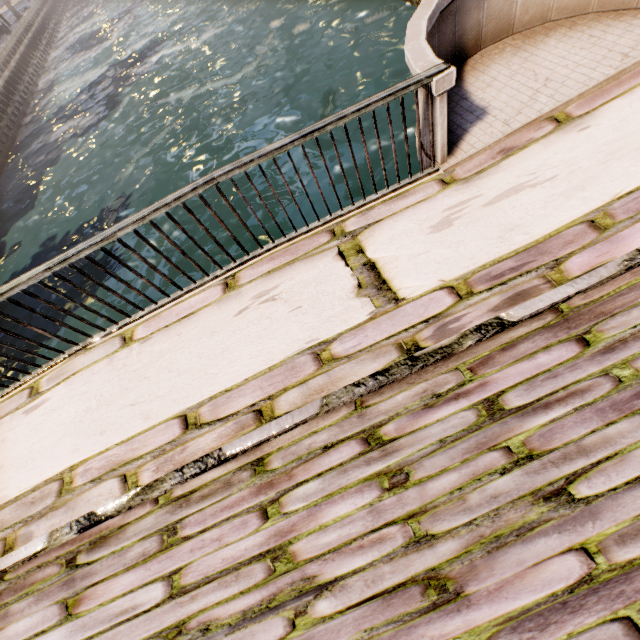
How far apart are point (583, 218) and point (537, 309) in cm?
106
